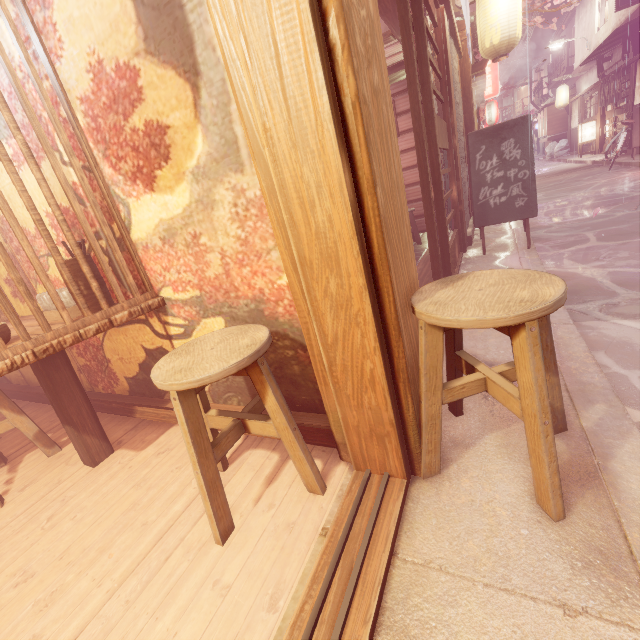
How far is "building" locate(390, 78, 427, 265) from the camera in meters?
10.9

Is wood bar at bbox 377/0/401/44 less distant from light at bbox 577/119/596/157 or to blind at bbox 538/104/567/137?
light at bbox 577/119/596/157

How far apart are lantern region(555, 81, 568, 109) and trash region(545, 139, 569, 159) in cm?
356

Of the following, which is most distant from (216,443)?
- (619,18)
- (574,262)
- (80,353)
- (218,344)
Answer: (619,18)

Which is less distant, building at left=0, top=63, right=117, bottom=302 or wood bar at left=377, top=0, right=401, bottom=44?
building at left=0, top=63, right=117, bottom=302

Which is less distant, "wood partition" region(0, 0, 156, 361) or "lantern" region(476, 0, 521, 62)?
"wood partition" region(0, 0, 156, 361)

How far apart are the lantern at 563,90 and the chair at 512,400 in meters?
44.0 m

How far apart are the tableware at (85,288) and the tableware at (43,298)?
0.1m
